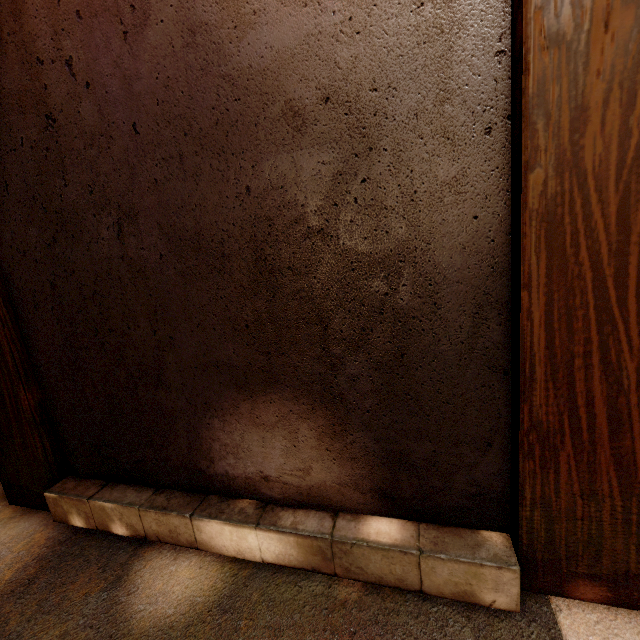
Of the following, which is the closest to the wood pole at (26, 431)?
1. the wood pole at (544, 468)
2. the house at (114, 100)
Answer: the house at (114, 100)

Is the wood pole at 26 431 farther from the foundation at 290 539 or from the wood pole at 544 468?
the wood pole at 544 468

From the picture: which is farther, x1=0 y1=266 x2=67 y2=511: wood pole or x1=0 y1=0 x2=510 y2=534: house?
x1=0 y1=266 x2=67 y2=511: wood pole

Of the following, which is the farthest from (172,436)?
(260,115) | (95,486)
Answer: (260,115)

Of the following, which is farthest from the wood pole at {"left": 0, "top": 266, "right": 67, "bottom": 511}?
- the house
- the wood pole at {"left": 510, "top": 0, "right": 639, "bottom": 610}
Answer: Answer: the wood pole at {"left": 510, "top": 0, "right": 639, "bottom": 610}

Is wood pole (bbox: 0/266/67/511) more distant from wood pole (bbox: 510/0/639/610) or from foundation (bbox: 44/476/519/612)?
wood pole (bbox: 510/0/639/610)
